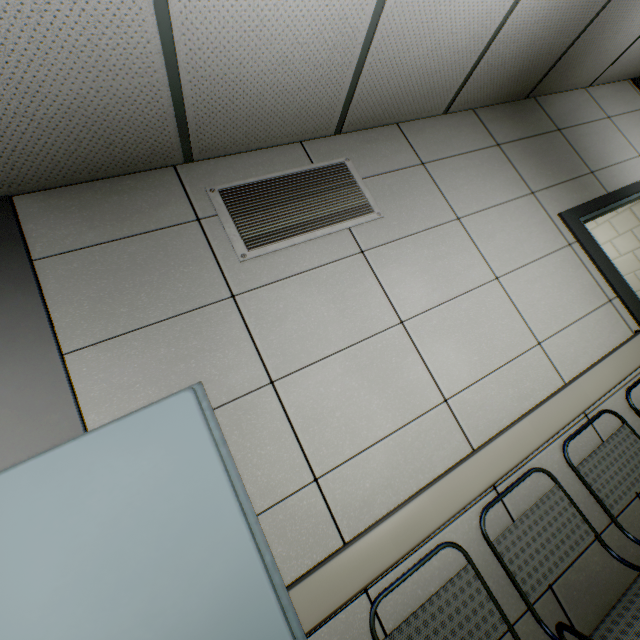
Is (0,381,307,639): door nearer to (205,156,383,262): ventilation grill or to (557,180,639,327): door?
(205,156,383,262): ventilation grill

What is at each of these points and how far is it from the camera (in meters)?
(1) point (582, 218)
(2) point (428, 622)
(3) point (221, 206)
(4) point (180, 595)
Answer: (1) door, 2.55
(2) chair, 1.32
(3) ventilation grill, 1.79
(4) door, 1.07

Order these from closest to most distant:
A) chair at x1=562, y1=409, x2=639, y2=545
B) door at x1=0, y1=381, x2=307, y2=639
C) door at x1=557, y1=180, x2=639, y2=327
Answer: door at x1=0, y1=381, x2=307, y2=639 → chair at x1=562, y1=409, x2=639, y2=545 → door at x1=557, y1=180, x2=639, y2=327

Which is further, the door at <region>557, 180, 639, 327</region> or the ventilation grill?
the door at <region>557, 180, 639, 327</region>

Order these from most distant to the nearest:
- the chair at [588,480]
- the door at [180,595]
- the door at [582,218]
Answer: the door at [582,218]
the chair at [588,480]
the door at [180,595]

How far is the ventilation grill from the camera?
1.8 meters

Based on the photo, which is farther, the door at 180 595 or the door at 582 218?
the door at 582 218

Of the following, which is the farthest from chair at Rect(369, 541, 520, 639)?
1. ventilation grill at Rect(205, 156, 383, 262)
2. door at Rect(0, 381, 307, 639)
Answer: ventilation grill at Rect(205, 156, 383, 262)
